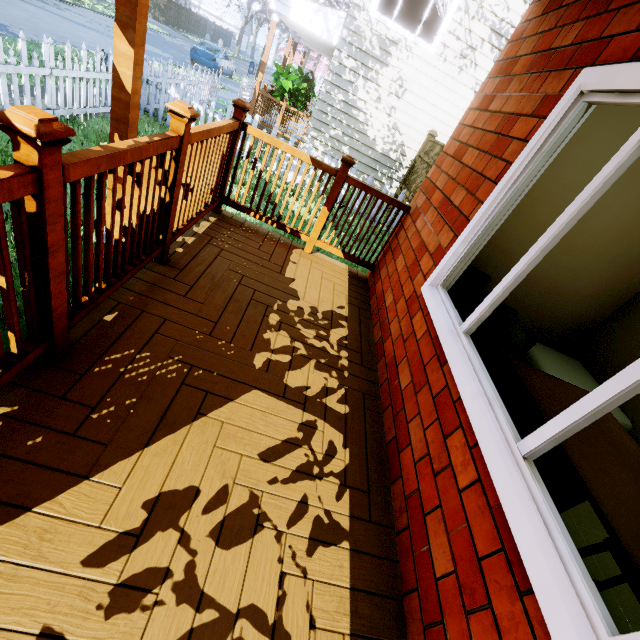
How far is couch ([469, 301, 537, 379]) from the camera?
2.03m

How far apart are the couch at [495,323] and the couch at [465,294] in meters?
0.3 m

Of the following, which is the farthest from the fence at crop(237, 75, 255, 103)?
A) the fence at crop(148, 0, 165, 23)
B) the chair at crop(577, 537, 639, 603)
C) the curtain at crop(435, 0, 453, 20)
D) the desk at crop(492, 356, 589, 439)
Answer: the chair at crop(577, 537, 639, 603)

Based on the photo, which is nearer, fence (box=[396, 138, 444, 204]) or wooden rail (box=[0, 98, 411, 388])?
wooden rail (box=[0, 98, 411, 388])

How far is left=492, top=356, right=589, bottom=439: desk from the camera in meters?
1.6 m

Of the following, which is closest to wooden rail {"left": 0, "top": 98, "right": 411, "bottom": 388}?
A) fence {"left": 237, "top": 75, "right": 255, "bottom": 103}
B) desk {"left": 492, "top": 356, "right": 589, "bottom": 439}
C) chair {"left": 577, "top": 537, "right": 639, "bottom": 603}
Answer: desk {"left": 492, "top": 356, "right": 589, "bottom": 439}

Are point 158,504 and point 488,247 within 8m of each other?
yes

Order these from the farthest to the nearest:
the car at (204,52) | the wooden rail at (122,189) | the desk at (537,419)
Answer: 1. the car at (204,52)
2. the desk at (537,419)
3. the wooden rail at (122,189)
